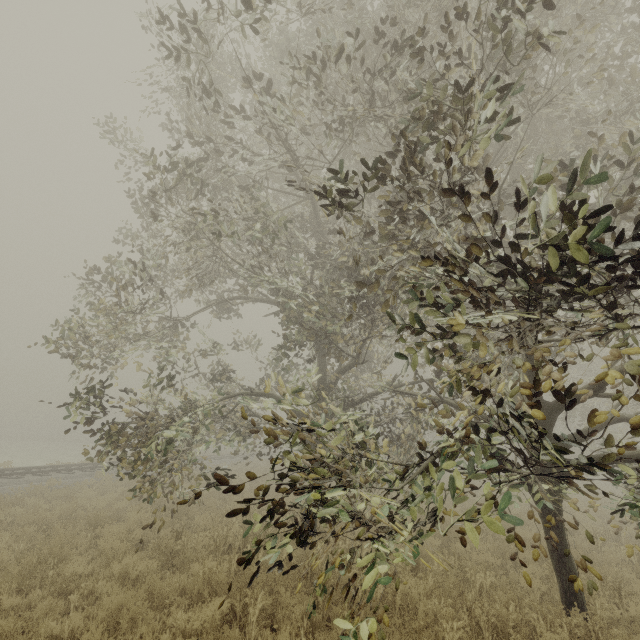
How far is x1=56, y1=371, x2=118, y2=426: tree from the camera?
6.21m

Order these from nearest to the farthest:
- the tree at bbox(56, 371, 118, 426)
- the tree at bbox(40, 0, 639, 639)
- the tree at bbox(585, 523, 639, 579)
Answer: the tree at bbox(40, 0, 639, 639), the tree at bbox(585, 523, 639, 579), the tree at bbox(56, 371, 118, 426)

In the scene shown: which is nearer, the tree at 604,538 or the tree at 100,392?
the tree at 604,538

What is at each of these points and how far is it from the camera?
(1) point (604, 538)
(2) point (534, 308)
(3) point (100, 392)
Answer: (1) tree, 2.95m
(2) tree, 2.80m
(3) tree, 6.53m

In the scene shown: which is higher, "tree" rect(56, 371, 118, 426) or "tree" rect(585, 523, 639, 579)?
"tree" rect(56, 371, 118, 426)

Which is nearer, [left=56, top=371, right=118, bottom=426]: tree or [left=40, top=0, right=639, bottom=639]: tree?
Answer: [left=40, top=0, right=639, bottom=639]: tree
